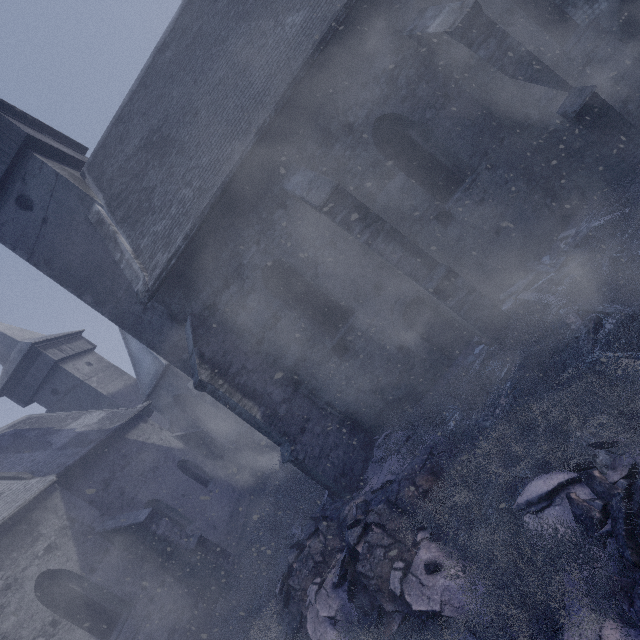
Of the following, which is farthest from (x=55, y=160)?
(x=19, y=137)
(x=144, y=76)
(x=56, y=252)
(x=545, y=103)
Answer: (x=545, y=103)

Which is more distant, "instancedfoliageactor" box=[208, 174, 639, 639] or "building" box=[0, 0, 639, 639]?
"building" box=[0, 0, 639, 639]

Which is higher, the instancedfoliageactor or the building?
the building

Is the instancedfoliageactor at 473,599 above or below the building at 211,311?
below

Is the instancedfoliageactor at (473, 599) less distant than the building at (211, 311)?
Yes
